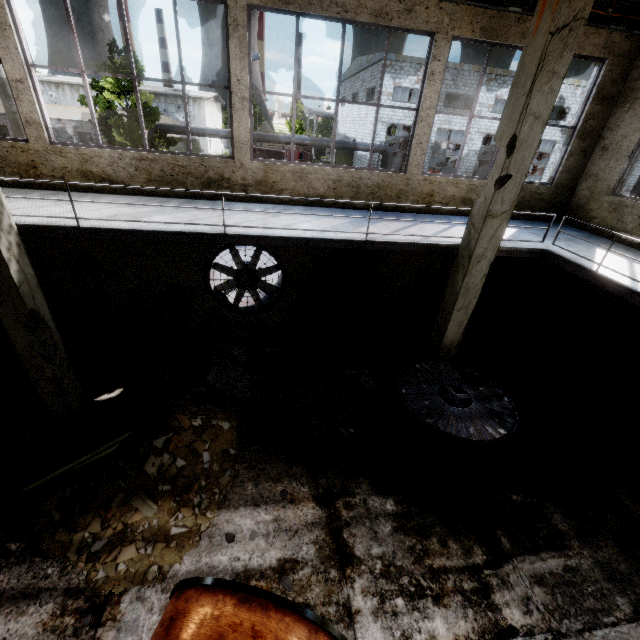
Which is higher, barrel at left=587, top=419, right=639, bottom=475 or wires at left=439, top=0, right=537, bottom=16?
wires at left=439, top=0, right=537, bottom=16

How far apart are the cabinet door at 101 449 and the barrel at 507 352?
10.1 meters

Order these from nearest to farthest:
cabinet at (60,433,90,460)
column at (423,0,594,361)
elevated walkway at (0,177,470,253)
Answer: column at (423,0,594,361), elevated walkway at (0,177,470,253), cabinet at (60,433,90,460)

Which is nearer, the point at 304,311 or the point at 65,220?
the point at 65,220

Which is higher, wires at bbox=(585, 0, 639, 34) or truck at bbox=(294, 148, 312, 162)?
wires at bbox=(585, 0, 639, 34)

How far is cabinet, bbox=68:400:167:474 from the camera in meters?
5.5

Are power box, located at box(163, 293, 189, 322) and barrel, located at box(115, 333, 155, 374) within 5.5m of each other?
yes

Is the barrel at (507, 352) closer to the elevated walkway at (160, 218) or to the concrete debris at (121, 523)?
the elevated walkway at (160, 218)
